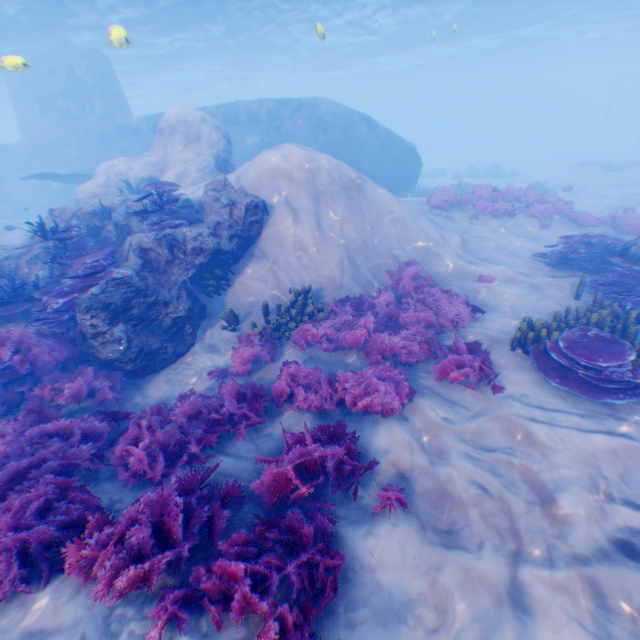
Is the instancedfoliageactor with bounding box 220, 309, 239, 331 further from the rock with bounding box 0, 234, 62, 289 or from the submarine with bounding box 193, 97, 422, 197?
the submarine with bounding box 193, 97, 422, 197

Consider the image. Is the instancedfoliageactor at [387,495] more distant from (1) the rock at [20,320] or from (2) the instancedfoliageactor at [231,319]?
(2) the instancedfoliageactor at [231,319]

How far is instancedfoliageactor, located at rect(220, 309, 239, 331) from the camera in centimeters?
770cm

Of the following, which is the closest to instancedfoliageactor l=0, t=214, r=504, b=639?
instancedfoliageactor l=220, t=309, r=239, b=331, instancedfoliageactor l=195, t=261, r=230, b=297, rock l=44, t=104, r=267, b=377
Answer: rock l=44, t=104, r=267, b=377

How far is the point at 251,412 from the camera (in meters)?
5.48

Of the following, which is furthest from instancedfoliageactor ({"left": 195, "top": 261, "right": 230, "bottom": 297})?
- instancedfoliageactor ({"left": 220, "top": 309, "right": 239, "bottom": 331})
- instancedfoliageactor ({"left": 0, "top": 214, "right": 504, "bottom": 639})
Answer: instancedfoliageactor ({"left": 0, "top": 214, "right": 504, "bottom": 639})

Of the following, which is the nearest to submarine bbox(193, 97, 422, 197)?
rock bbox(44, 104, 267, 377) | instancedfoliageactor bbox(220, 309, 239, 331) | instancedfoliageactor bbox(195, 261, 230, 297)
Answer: rock bbox(44, 104, 267, 377)

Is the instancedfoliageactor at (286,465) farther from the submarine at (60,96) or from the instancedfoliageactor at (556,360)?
the instancedfoliageactor at (556,360)
